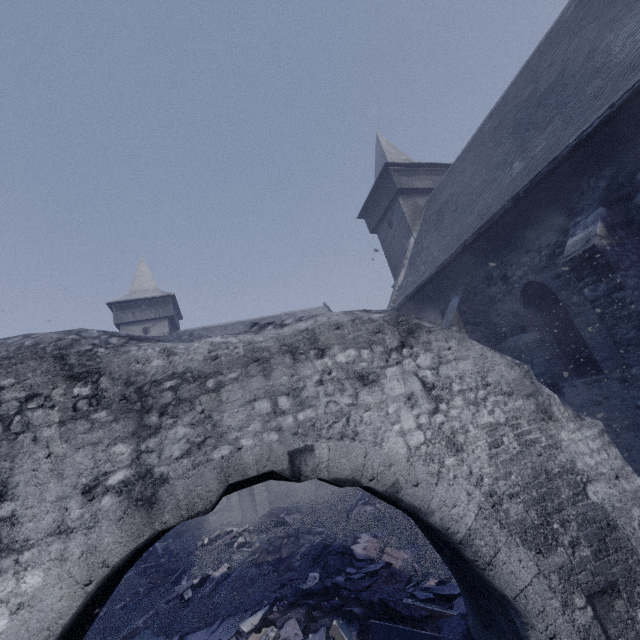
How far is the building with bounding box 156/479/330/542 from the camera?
16.5m

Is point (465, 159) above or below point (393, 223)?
below

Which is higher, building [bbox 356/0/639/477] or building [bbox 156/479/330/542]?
building [bbox 356/0/639/477]

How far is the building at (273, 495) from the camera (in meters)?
16.55

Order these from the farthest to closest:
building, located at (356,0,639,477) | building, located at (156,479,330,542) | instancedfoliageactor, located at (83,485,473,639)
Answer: building, located at (156,479,330,542), building, located at (356,0,639,477), instancedfoliageactor, located at (83,485,473,639)

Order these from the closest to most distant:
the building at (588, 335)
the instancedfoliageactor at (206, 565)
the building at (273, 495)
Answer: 1. the instancedfoliageactor at (206, 565)
2. the building at (588, 335)
3. the building at (273, 495)
